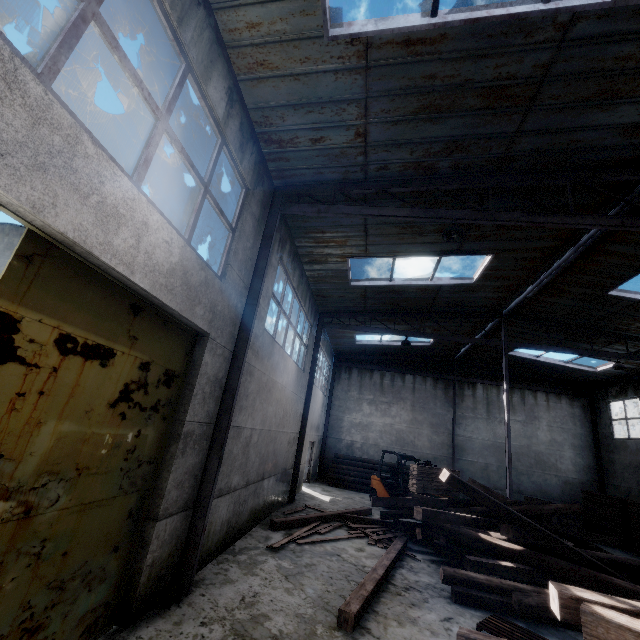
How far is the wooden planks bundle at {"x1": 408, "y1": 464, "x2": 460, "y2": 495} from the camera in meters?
12.5

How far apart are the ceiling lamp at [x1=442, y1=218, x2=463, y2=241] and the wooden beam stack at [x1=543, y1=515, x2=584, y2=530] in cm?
1583

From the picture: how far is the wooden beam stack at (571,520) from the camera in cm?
1476

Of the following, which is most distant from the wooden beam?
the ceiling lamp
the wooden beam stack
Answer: the wooden beam stack

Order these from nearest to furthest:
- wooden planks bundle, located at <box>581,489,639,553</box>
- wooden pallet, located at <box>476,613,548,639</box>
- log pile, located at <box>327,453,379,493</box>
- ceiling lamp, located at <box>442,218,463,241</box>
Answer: wooden pallet, located at <box>476,613,548,639</box> < ceiling lamp, located at <box>442,218,463,241</box> < wooden planks bundle, located at <box>581,489,639,553</box> < log pile, located at <box>327,453,379,493</box>

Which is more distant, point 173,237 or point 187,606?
point 187,606

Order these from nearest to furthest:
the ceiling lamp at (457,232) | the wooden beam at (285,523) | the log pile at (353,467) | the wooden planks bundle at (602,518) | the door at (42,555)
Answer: the door at (42,555) → the ceiling lamp at (457,232) → the wooden beam at (285,523) → the wooden planks bundle at (602,518) → the log pile at (353,467)

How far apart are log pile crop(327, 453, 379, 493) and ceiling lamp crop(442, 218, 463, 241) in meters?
14.9 m
